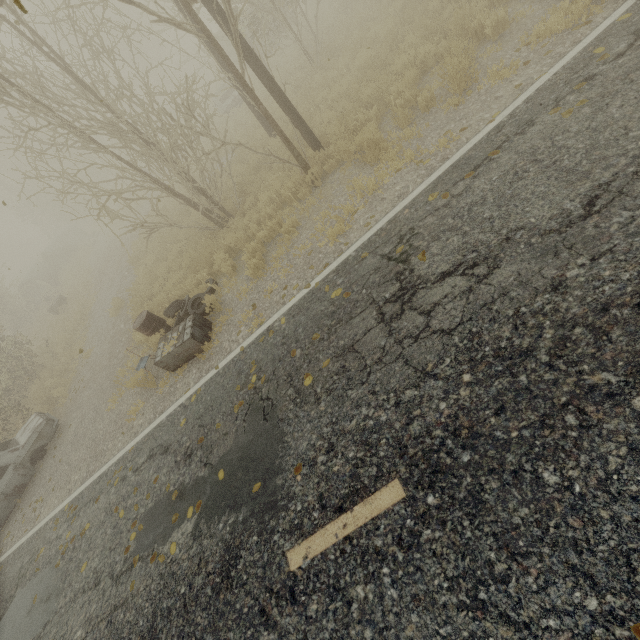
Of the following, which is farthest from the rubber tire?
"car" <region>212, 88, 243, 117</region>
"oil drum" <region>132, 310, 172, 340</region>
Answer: "car" <region>212, 88, 243, 117</region>

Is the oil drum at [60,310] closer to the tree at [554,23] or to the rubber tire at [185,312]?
the tree at [554,23]

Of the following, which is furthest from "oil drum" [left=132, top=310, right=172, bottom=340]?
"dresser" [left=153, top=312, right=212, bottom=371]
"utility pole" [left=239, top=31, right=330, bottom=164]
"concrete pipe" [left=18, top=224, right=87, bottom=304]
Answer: "concrete pipe" [left=18, top=224, right=87, bottom=304]

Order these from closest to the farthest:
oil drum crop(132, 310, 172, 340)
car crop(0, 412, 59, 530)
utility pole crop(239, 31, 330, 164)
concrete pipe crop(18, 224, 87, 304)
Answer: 1. utility pole crop(239, 31, 330, 164)
2. oil drum crop(132, 310, 172, 340)
3. car crop(0, 412, 59, 530)
4. concrete pipe crop(18, 224, 87, 304)

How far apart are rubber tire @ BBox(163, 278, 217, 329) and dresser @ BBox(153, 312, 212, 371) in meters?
0.2 m

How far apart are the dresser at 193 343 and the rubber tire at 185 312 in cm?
15

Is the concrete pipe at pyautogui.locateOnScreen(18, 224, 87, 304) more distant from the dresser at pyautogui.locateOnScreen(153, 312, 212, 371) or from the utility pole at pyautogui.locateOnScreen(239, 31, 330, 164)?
the utility pole at pyautogui.locateOnScreen(239, 31, 330, 164)

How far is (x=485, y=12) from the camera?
6.48m
